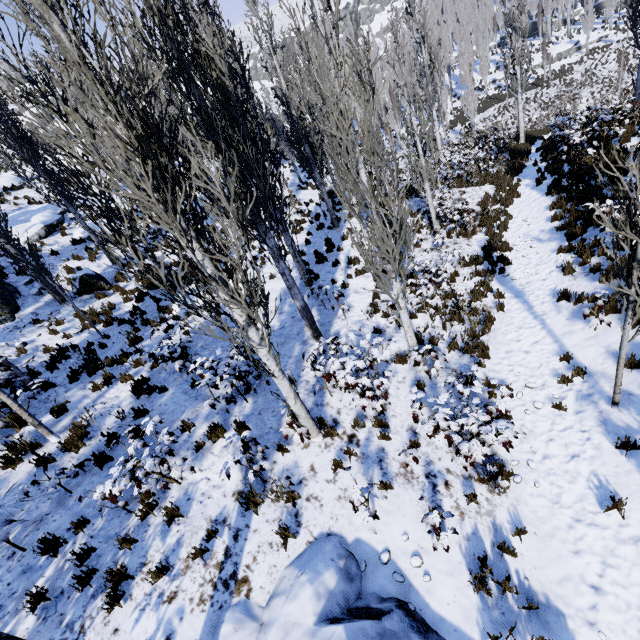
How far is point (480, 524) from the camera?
5.34m

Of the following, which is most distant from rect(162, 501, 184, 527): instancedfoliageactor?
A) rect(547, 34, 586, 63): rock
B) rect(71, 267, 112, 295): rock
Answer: rect(71, 267, 112, 295): rock

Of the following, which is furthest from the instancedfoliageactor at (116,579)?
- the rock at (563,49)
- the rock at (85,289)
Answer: the rock at (85,289)

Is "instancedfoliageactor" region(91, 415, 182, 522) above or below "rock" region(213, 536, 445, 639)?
above

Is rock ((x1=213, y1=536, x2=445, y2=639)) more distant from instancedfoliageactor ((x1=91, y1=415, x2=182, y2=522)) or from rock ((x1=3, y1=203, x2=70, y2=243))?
rock ((x1=3, y1=203, x2=70, y2=243))

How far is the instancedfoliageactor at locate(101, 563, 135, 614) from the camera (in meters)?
4.45
